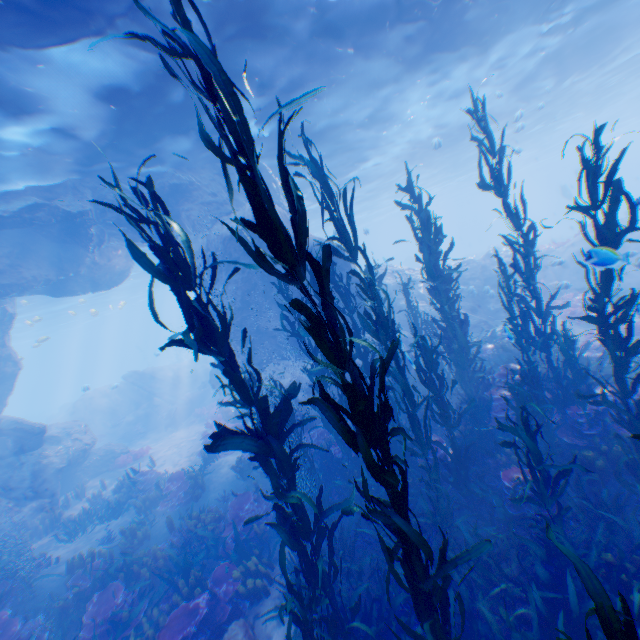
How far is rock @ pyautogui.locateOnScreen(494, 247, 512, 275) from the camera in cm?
1945

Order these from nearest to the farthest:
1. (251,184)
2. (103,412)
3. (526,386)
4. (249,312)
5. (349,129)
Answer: (251,184), (526,386), (249,312), (349,129), (103,412)

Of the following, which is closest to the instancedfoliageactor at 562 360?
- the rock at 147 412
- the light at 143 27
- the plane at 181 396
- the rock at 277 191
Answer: the rock at 277 191

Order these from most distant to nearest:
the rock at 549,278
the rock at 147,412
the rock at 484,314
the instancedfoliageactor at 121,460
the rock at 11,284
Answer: the rock at 147,412, the instancedfoliageactor at 121,460, the rock at 484,314, the rock at 549,278, the rock at 11,284

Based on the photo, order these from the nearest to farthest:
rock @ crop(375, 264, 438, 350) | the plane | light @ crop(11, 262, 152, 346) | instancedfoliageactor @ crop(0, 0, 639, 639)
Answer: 1. instancedfoliageactor @ crop(0, 0, 639, 639)
2. rock @ crop(375, 264, 438, 350)
3. the plane
4. light @ crop(11, 262, 152, 346)

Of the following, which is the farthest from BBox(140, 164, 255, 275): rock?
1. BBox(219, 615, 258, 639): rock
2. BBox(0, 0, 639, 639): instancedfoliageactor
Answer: BBox(219, 615, 258, 639): rock

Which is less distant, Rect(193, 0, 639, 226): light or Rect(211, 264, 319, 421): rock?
Rect(193, 0, 639, 226): light
